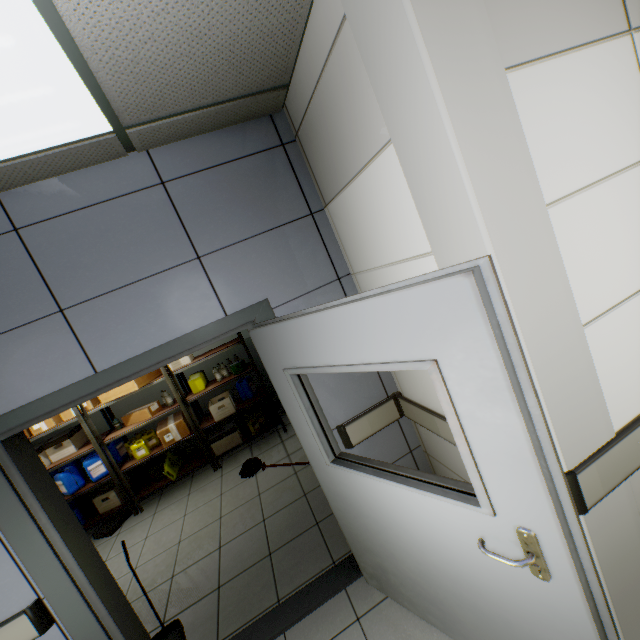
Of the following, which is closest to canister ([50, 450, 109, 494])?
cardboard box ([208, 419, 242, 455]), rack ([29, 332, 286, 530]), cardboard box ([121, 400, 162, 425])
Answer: rack ([29, 332, 286, 530])

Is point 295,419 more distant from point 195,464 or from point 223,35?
point 195,464

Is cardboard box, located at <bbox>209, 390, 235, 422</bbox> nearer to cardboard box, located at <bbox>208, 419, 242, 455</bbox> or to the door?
cardboard box, located at <bbox>208, 419, 242, 455</bbox>

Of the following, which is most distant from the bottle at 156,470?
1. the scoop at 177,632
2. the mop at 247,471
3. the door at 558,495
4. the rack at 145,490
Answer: the door at 558,495

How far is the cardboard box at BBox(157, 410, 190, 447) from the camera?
4.8m

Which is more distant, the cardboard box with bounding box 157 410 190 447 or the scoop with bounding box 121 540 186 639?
the cardboard box with bounding box 157 410 190 447

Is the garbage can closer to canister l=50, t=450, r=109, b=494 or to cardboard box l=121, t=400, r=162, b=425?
cardboard box l=121, t=400, r=162, b=425

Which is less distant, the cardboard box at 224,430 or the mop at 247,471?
the mop at 247,471
